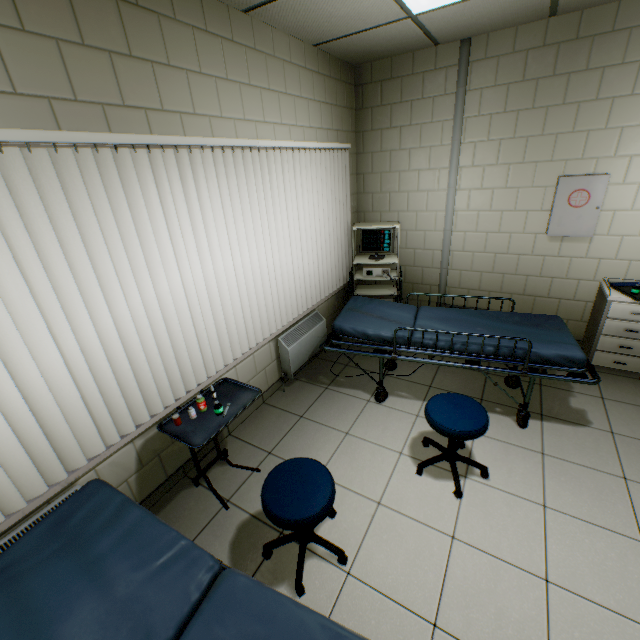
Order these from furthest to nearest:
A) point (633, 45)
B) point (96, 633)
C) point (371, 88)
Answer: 1. point (371, 88)
2. point (633, 45)
3. point (96, 633)

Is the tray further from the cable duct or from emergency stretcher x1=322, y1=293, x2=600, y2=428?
the cable duct

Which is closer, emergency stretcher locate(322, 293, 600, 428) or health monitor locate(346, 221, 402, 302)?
emergency stretcher locate(322, 293, 600, 428)

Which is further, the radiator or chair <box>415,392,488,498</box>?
the radiator

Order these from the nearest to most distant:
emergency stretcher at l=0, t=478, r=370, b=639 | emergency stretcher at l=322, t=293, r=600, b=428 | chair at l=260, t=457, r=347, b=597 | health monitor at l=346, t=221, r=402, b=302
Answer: emergency stretcher at l=0, t=478, r=370, b=639 < chair at l=260, t=457, r=347, b=597 < emergency stretcher at l=322, t=293, r=600, b=428 < health monitor at l=346, t=221, r=402, b=302

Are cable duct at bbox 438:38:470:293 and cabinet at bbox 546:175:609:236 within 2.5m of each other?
yes

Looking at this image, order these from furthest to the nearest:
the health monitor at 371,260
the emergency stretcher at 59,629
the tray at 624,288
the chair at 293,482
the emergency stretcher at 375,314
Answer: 1. the health monitor at 371,260
2. the tray at 624,288
3. the emergency stretcher at 375,314
4. the chair at 293,482
5. the emergency stretcher at 59,629

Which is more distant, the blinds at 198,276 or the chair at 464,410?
the chair at 464,410
